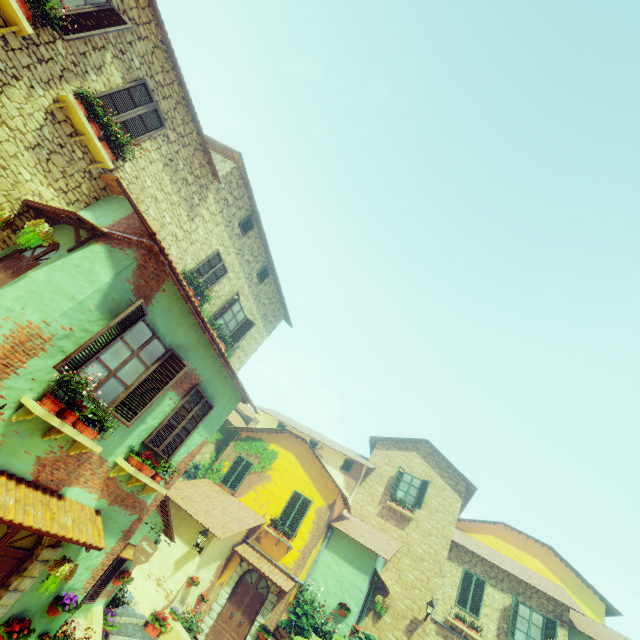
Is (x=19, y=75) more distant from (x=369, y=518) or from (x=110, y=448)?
(x=369, y=518)

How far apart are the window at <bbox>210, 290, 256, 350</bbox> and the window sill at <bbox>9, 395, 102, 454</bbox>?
6.8m

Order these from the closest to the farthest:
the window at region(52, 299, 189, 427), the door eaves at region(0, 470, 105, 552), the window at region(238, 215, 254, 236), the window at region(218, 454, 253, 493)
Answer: the door eaves at region(0, 470, 105, 552) < the window at region(52, 299, 189, 427) < the window at region(238, 215, 254, 236) < the window at region(218, 454, 253, 493)

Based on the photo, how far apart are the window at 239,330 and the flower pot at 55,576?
7.9 meters

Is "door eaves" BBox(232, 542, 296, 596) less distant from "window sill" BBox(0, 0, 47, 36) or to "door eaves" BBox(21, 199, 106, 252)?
"door eaves" BBox(21, 199, 106, 252)

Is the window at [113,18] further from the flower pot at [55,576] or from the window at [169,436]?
the flower pot at [55,576]

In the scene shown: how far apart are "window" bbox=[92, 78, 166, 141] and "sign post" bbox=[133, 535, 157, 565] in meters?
7.6

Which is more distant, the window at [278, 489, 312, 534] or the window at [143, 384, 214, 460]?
the window at [278, 489, 312, 534]
